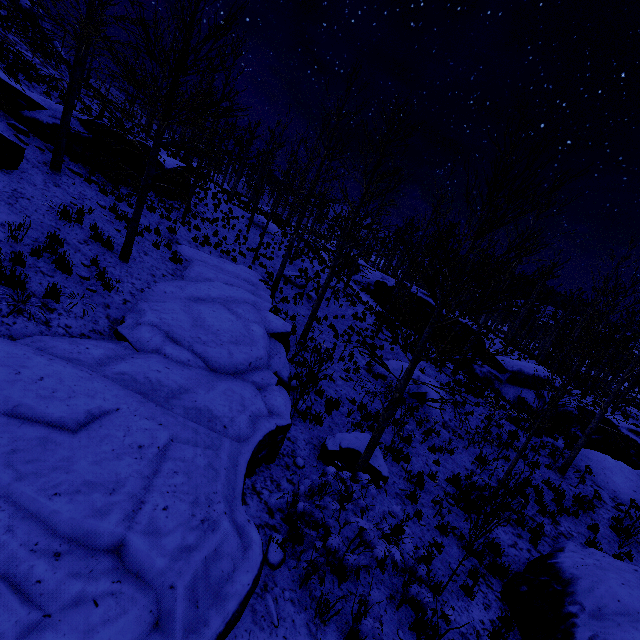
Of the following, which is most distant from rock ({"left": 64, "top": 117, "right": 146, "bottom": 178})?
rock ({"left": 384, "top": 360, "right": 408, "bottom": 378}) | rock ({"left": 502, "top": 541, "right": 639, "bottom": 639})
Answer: rock ({"left": 502, "top": 541, "right": 639, "bottom": 639})

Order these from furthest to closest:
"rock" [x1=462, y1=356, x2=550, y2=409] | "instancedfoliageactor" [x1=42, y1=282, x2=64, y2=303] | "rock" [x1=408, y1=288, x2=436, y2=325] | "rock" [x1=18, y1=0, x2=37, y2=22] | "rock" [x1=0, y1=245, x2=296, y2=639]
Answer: "rock" [x1=18, y1=0, x2=37, y2=22] < "rock" [x1=408, y1=288, x2=436, y2=325] < "rock" [x1=462, y1=356, x2=550, y2=409] < "instancedfoliageactor" [x1=42, y1=282, x2=64, y2=303] < "rock" [x1=0, y1=245, x2=296, y2=639]

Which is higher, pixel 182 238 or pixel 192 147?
pixel 192 147

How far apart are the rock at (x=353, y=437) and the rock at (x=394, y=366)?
5.9 meters

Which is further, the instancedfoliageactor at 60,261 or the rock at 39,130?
the rock at 39,130

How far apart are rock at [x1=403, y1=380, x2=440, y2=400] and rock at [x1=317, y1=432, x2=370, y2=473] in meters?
5.9

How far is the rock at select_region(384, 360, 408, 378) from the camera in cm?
1530

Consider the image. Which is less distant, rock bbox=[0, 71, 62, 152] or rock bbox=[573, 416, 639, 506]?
rock bbox=[0, 71, 62, 152]
